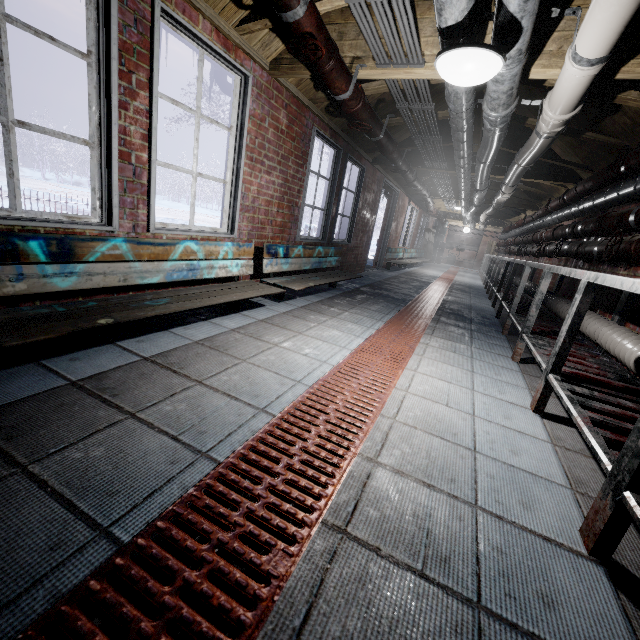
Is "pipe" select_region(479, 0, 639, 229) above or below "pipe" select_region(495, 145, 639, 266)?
above

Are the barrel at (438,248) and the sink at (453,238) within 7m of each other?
yes

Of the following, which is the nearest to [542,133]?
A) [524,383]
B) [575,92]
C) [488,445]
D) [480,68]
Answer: [575,92]

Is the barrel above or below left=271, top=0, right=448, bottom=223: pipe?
below

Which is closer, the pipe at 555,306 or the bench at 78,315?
the bench at 78,315

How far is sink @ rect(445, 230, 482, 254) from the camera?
16.4m

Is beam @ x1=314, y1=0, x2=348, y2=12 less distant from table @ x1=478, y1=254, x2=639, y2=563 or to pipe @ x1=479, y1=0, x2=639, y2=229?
pipe @ x1=479, y1=0, x2=639, y2=229

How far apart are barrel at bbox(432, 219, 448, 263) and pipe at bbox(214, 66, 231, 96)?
14.1 meters
